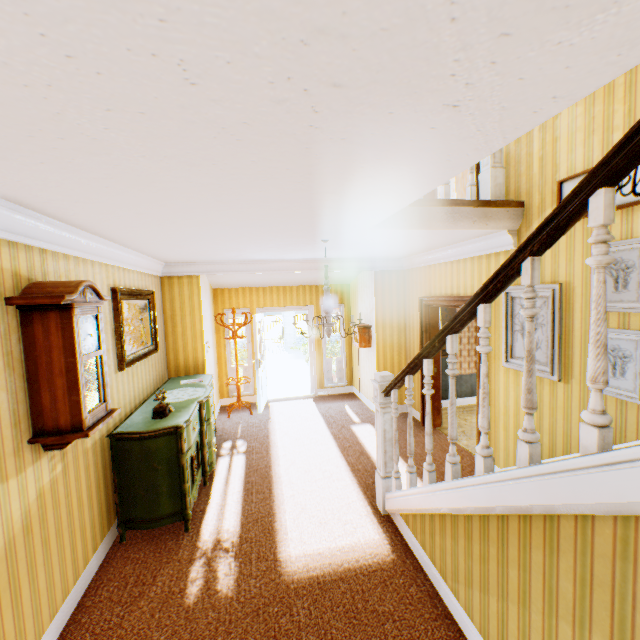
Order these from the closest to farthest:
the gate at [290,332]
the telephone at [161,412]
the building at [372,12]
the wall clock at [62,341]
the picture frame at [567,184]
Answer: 1. the building at [372,12]
2. the wall clock at [62,341]
3. the picture frame at [567,184]
4. the telephone at [161,412]
5. the gate at [290,332]

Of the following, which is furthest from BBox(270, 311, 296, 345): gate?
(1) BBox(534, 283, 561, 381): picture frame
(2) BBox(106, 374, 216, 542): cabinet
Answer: (1) BBox(534, 283, 561, 381): picture frame

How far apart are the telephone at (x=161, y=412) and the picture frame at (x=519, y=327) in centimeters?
409cm

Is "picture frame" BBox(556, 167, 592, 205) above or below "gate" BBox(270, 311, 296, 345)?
above

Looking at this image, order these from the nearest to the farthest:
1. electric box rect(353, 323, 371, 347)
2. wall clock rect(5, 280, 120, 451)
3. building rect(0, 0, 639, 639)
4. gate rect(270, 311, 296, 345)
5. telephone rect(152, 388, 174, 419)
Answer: building rect(0, 0, 639, 639), wall clock rect(5, 280, 120, 451), telephone rect(152, 388, 174, 419), electric box rect(353, 323, 371, 347), gate rect(270, 311, 296, 345)

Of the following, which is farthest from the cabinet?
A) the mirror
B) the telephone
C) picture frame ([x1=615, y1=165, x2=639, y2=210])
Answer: picture frame ([x1=615, y1=165, x2=639, y2=210])

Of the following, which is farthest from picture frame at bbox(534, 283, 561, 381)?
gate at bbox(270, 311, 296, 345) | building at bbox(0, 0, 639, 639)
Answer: gate at bbox(270, 311, 296, 345)

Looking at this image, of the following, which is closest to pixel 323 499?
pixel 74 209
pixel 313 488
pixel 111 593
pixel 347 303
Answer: pixel 313 488
